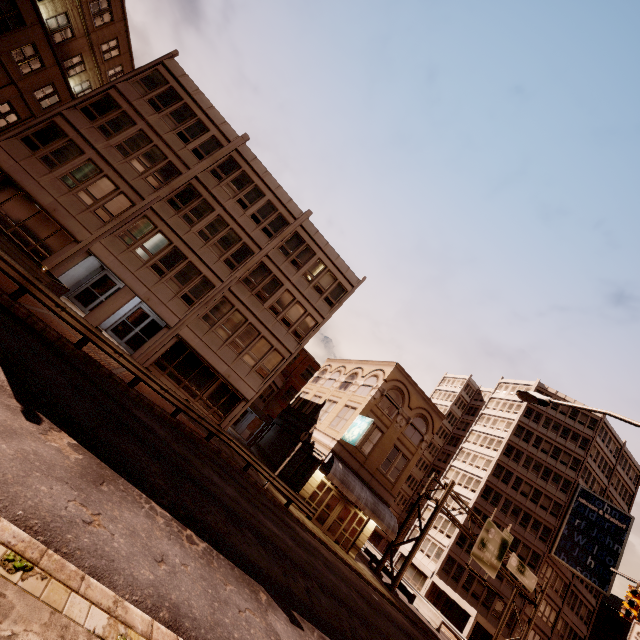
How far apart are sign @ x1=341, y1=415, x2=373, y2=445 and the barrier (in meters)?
21.63

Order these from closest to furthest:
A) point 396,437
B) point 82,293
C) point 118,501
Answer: point 118,501, point 82,293, point 396,437

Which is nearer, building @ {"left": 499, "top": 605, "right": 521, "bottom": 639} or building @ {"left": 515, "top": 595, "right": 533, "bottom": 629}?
building @ {"left": 499, "top": 605, "right": 521, "bottom": 639}

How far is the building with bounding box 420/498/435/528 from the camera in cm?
5031

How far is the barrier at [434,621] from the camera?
29.56m

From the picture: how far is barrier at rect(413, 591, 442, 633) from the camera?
29.56m

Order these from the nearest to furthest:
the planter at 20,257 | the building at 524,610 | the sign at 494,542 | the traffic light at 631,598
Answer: the planter at 20,257
the traffic light at 631,598
the sign at 494,542
the building at 524,610

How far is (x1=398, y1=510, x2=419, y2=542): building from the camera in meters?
49.8
